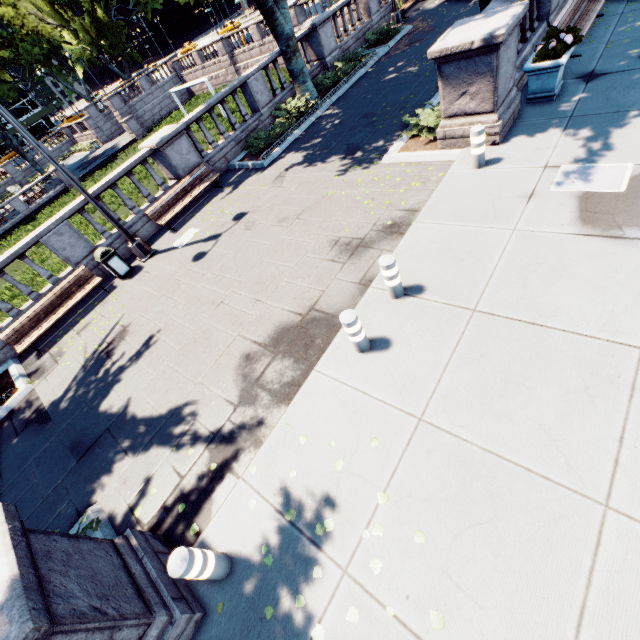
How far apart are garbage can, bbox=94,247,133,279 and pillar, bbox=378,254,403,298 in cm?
898

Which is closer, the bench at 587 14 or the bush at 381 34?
the bench at 587 14

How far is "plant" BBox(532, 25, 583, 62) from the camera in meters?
6.7 m

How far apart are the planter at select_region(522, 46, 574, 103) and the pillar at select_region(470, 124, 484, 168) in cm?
237

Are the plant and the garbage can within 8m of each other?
no

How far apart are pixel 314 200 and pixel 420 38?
12.19m

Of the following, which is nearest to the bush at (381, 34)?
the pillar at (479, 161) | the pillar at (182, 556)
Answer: the pillar at (479, 161)

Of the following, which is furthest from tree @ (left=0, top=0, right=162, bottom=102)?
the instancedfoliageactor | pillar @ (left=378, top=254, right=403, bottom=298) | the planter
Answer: pillar @ (left=378, top=254, right=403, bottom=298)
